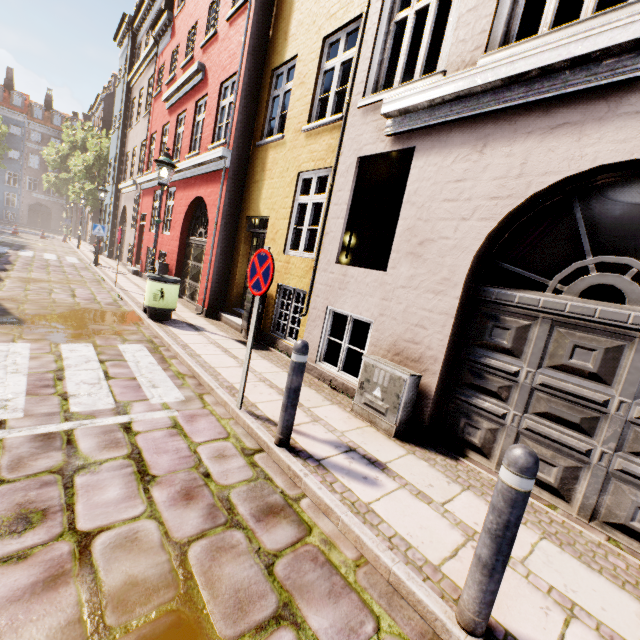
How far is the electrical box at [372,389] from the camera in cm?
400

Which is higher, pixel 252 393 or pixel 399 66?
pixel 399 66

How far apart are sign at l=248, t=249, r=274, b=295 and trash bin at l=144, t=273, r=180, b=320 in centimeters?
427cm

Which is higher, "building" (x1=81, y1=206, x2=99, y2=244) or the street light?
the street light

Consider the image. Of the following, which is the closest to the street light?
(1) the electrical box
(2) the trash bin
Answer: (2) the trash bin

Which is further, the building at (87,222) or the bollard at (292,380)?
the building at (87,222)

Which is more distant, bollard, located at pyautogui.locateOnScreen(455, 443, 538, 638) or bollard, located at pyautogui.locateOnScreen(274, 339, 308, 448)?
bollard, located at pyautogui.locateOnScreen(274, 339, 308, 448)

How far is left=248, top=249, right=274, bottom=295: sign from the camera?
3.5 meters
